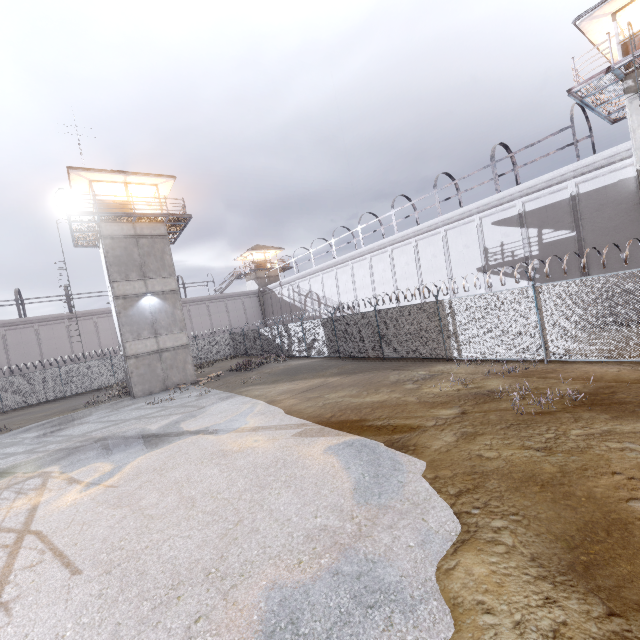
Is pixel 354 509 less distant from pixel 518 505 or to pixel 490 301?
pixel 518 505

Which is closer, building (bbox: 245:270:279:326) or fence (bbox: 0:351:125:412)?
fence (bbox: 0:351:125:412)

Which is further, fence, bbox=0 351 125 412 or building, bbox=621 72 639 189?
fence, bbox=0 351 125 412

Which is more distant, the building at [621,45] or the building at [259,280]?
the building at [259,280]

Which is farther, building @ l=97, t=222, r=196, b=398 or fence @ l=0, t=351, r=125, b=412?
fence @ l=0, t=351, r=125, b=412

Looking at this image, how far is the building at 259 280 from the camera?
47.0 meters

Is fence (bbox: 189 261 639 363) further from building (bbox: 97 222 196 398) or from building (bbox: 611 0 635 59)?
building (bbox: 611 0 635 59)

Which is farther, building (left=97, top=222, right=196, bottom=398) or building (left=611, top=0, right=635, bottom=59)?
building (left=97, top=222, right=196, bottom=398)
